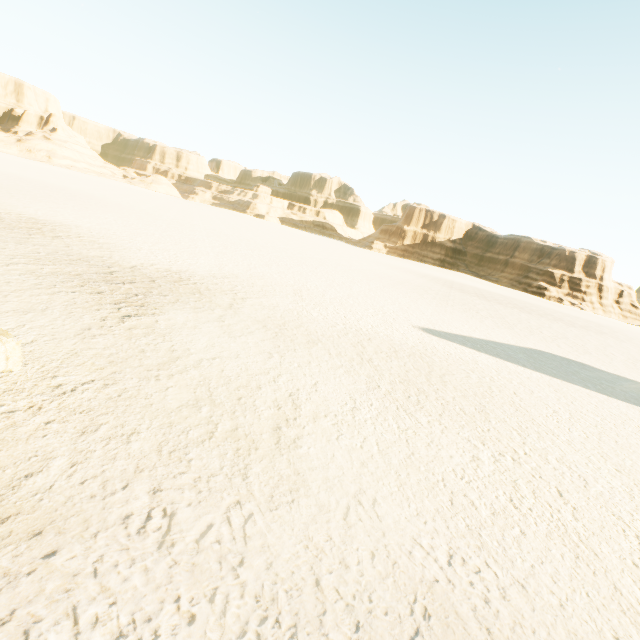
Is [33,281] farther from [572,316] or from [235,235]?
[572,316]
